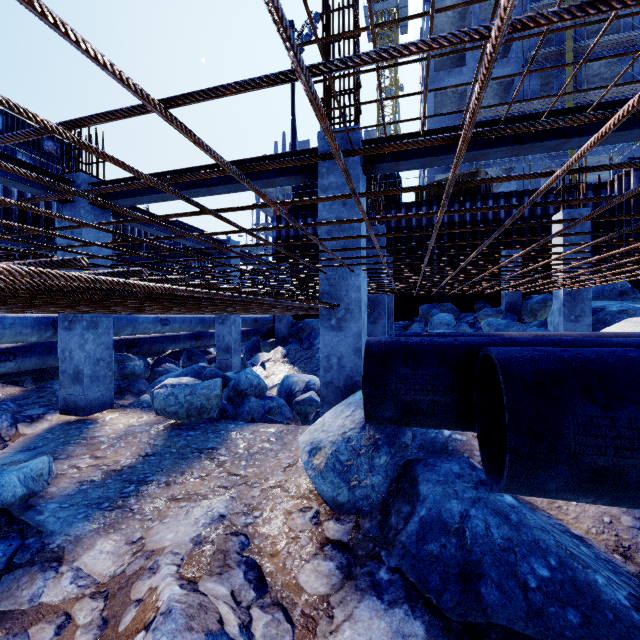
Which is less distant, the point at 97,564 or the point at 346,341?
the point at 97,564

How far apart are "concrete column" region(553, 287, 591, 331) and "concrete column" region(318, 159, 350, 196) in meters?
6.2 m

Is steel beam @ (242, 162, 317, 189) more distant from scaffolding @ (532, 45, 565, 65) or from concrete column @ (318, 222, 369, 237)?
scaffolding @ (532, 45, 565, 65)

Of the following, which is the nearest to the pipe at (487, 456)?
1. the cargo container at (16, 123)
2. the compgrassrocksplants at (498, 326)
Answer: the compgrassrocksplants at (498, 326)

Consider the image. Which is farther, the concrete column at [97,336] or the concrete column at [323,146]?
the concrete column at [97,336]

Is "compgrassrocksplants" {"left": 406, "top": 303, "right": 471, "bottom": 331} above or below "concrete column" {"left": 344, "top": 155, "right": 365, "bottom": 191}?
below

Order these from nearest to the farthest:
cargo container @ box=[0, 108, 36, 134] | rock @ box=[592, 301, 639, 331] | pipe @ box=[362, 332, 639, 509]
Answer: pipe @ box=[362, 332, 639, 509]
rock @ box=[592, 301, 639, 331]
cargo container @ box=[0, 108, 36, 134]

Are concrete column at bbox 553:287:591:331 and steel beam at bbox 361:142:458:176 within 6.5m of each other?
yes
